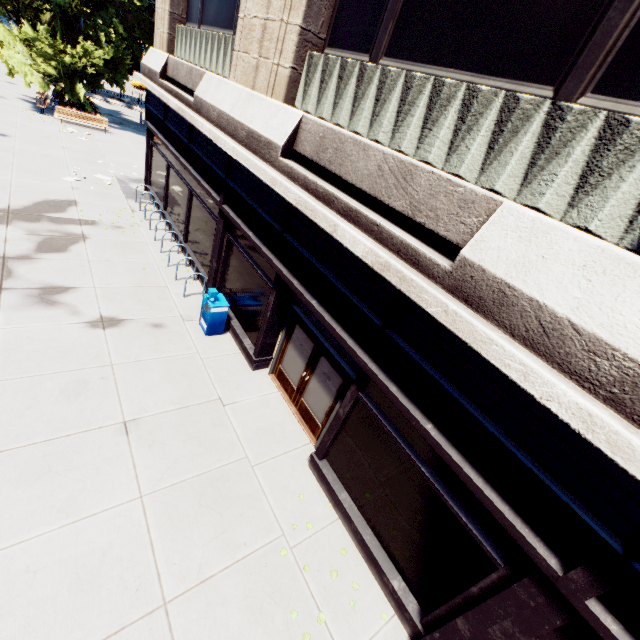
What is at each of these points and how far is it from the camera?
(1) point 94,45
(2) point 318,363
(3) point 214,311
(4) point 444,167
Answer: (1) tree, 24.06m
(2) door, 7.29m
(3) box, 9.01m
(4) building, 4.54m

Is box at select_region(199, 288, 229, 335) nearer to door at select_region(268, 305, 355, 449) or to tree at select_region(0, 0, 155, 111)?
door at select_region(268, 305, 355, 449)

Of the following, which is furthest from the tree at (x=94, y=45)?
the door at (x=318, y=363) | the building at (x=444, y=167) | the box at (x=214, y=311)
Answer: the door at (x=318, y=363)

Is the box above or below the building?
below

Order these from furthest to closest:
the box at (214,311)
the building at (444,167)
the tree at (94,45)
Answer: the tree at (94,45) → the box at (214,311) → the building at (444,167)

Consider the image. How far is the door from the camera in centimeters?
684cm

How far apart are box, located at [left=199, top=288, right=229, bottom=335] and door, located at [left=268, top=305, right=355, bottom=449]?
1.9m

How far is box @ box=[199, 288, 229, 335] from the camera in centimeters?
893cm
